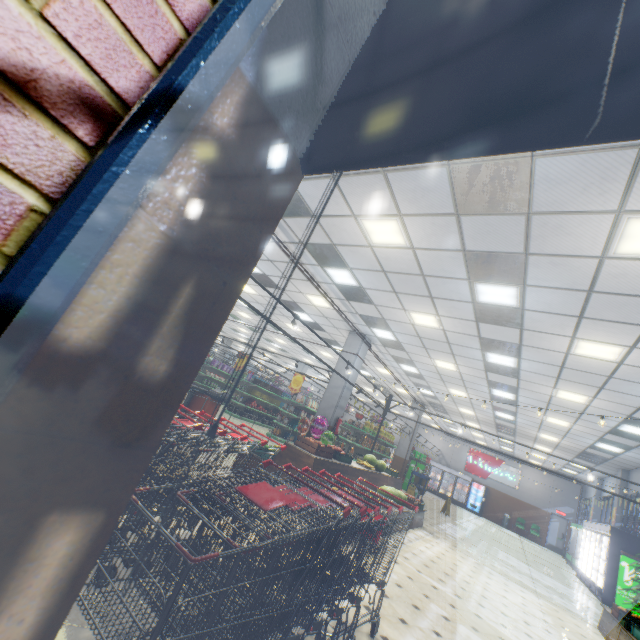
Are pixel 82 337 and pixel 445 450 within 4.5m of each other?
no

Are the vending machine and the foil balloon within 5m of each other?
no

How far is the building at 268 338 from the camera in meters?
19.2

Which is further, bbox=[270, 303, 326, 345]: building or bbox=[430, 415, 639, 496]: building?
bbox=[430, 415, 639, 496]: building

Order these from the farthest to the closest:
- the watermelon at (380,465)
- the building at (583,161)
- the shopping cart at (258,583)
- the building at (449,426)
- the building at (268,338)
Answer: the building at (268,338) < the building at (449,426) < the watermelon at (380,465) < the building at (583,161) < the shopping cart at (258,583)

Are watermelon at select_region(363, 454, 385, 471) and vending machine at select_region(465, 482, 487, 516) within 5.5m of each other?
no

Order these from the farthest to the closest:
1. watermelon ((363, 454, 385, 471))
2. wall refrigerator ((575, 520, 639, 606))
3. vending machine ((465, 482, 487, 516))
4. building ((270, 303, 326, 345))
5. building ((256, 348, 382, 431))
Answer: vending machine ((465, 482, 487, 516)) < building ((270, 303, 326, 345)) < building ((256, 348, 382, 431)) < wall refrigerator ((575, 520, 639, 606)) < watermelon ((363, 454, 385, 471))

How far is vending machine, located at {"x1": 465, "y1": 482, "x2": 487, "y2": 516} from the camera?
23.5m
